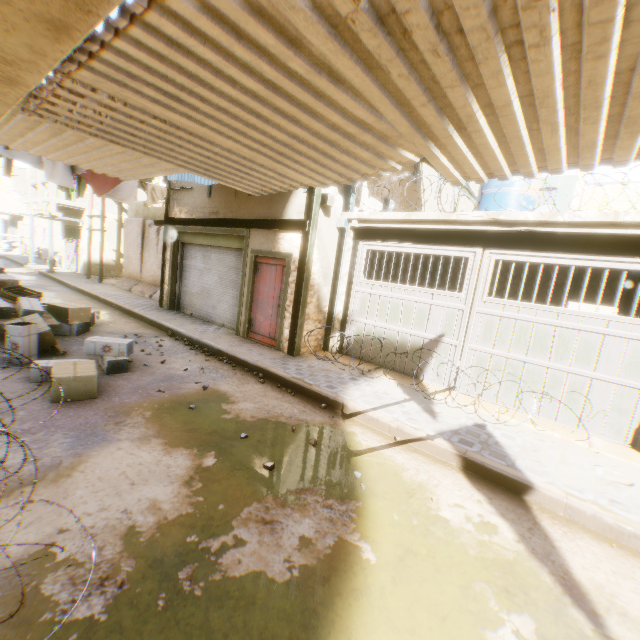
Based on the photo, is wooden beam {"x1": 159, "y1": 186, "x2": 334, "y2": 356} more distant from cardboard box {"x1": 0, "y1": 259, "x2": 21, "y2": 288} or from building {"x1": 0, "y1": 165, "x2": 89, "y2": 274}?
cardboard box {"x1": 0, "y1": 259, "x2": 21, "y2": 288}

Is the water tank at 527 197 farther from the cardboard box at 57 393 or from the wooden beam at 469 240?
the cardboard box at 57 393

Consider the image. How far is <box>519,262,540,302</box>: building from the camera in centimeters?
1059cm

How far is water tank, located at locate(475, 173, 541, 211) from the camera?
9.27m

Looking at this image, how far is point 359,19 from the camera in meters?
1.5

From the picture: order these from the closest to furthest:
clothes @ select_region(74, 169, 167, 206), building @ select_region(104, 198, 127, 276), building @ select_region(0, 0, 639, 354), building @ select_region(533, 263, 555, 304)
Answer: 1. building @ select_region(0, 0, 639, 354)
2. clothes @ select_region(74, 169, 167, 206)
3. building @ select_region(533, 263, 555, 304)
4. building @ select_region(104, 198, 127, 276)

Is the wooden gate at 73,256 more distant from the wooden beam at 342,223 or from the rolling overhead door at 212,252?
the wooden beam at 342,223
